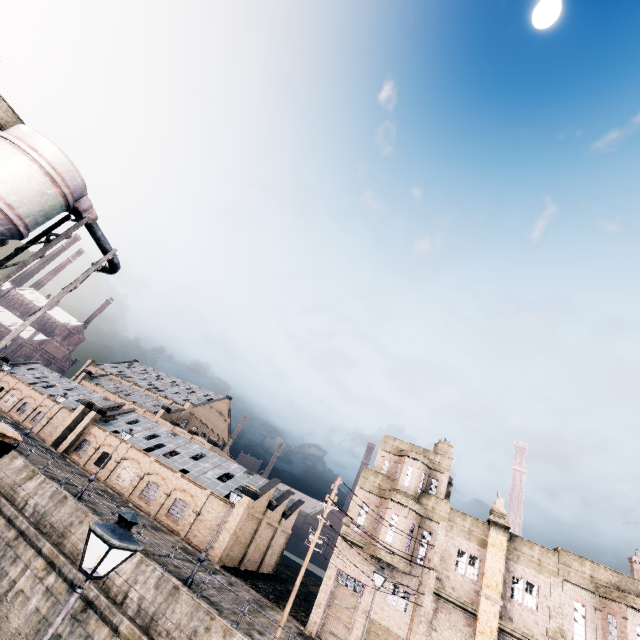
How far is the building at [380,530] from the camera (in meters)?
25.19

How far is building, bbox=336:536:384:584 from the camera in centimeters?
2503cm

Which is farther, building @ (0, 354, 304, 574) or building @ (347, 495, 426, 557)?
building @ (0, 354, 304, 574)

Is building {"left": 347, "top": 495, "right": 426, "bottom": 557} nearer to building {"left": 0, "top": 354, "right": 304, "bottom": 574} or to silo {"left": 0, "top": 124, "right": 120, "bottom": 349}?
building {"left": 0, "top": 354, "right": 304, "bottom": 574}

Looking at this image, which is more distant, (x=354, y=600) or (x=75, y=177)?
(x=354, y=600)

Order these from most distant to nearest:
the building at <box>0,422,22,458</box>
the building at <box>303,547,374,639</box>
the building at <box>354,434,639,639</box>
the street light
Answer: the building at <box>303,547,374,639</box> < the building at <box>354,434,639,639</box> < the building at <box>0,422,22,458</box> < the street light
